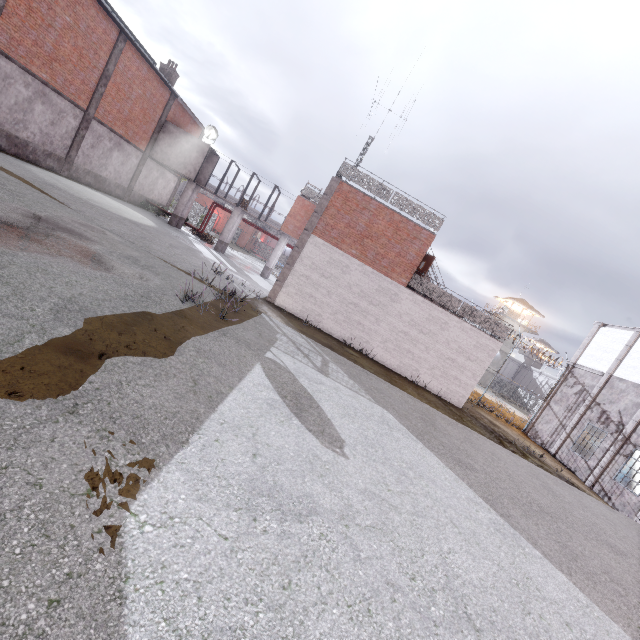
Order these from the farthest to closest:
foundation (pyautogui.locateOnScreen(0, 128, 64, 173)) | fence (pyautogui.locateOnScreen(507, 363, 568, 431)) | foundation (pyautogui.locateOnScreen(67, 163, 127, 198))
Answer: fence (pyautogui.locateOnScreen(507, 363, 568, 431)), foundation (pyautogui.locateOnScreen(67, 163, 127, 198)), foundation (pyautogui.locateOnScreen(0, 128, 64, 173))

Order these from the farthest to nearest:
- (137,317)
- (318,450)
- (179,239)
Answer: (179,239) → (137,317) → (318,450)

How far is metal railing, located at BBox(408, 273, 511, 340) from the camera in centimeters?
1677cm

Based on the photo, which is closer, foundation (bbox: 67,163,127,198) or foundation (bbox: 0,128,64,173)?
foundation (bbox: 0,128,64,173)

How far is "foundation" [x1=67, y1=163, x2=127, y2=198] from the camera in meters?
20.3 m

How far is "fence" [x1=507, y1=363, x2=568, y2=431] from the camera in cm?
2297

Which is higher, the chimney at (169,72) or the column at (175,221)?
the chimney at (169,72)

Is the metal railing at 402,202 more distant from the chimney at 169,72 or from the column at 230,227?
the chimney at 169,72
